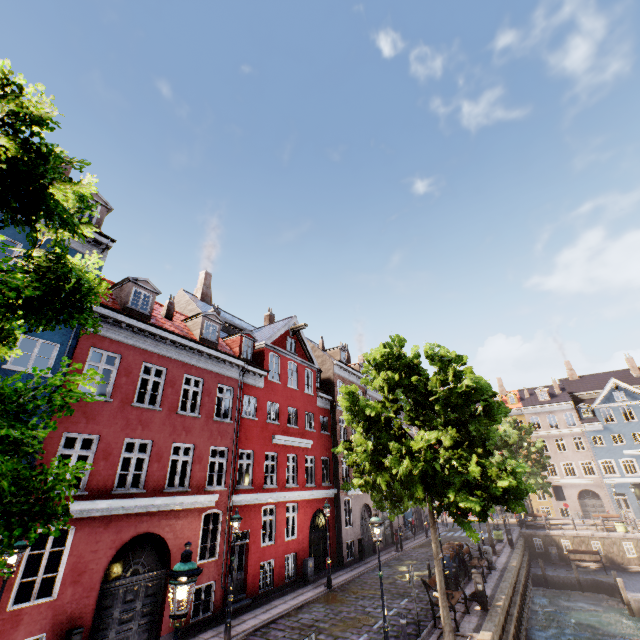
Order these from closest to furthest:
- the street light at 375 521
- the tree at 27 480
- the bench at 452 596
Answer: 1. the tree at 27 480
2. the street light at 375 521
3. the bench at 452 596

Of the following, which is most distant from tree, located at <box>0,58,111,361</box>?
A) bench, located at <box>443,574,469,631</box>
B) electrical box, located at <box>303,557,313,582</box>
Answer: electrical box, located at <box>303,557,313,582</box>

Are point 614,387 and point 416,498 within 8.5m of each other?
no

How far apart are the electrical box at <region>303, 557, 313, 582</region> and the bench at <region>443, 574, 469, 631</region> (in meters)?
7.31

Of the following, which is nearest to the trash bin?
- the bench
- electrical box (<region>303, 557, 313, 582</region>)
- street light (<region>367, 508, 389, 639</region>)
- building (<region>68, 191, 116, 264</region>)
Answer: street light (<region>367, 508, 389, 639</region>)

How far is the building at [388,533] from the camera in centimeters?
2627cm

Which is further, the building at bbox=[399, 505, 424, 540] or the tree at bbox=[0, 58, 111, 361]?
the building at bbox=[399, 505, 424, 540]

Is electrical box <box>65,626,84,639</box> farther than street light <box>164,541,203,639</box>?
Yes
